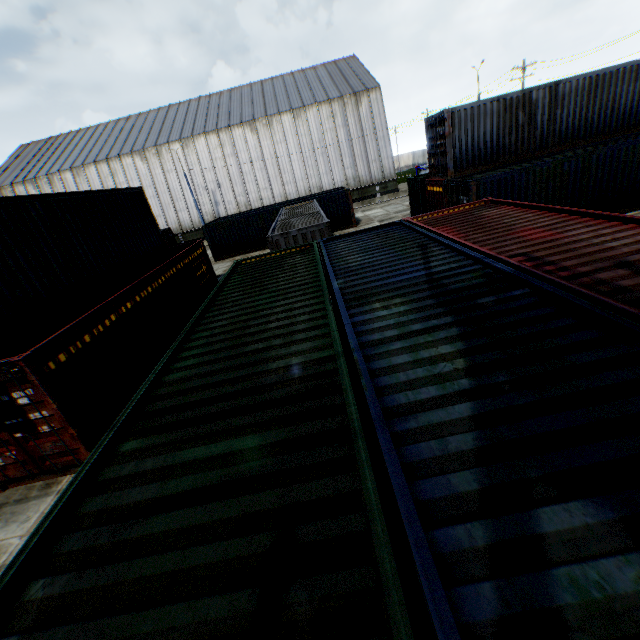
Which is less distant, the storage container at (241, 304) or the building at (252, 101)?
the storage container at (241, 304)

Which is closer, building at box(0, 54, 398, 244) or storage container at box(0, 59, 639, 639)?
storage container at box(0, 59, 639, 639)

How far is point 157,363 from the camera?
10.38m
